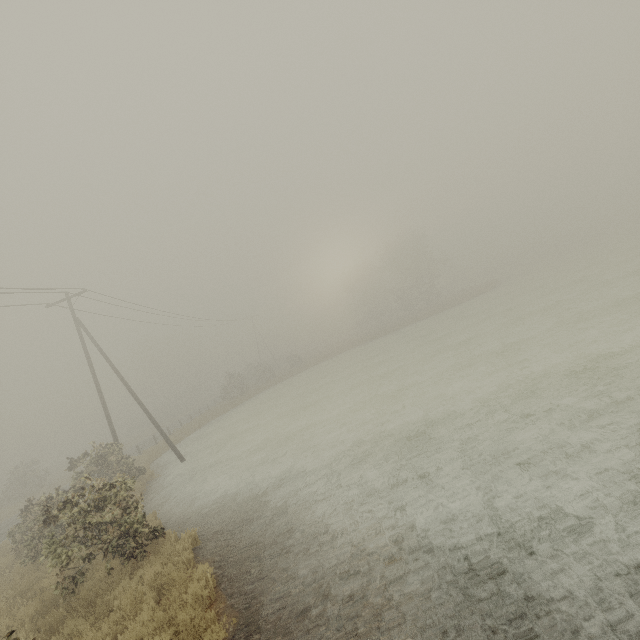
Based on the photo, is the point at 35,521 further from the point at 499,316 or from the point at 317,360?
the point at 317,360
